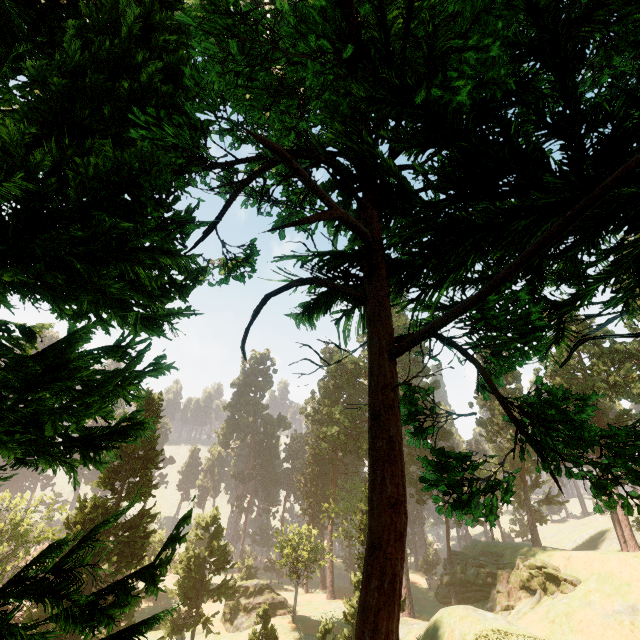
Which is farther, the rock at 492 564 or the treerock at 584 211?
the rock at 492 564

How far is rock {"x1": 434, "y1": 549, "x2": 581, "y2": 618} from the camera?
33.0 meters

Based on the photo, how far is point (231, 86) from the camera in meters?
4.2

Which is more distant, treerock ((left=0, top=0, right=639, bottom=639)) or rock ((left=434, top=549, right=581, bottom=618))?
rock ((left=434, top=549, right=581, bottom=618))

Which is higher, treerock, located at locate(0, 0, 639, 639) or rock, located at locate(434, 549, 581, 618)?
treerock, located at locate(0, 0, 639, 639)

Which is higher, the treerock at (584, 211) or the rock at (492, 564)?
the treerock at (584, 211)
